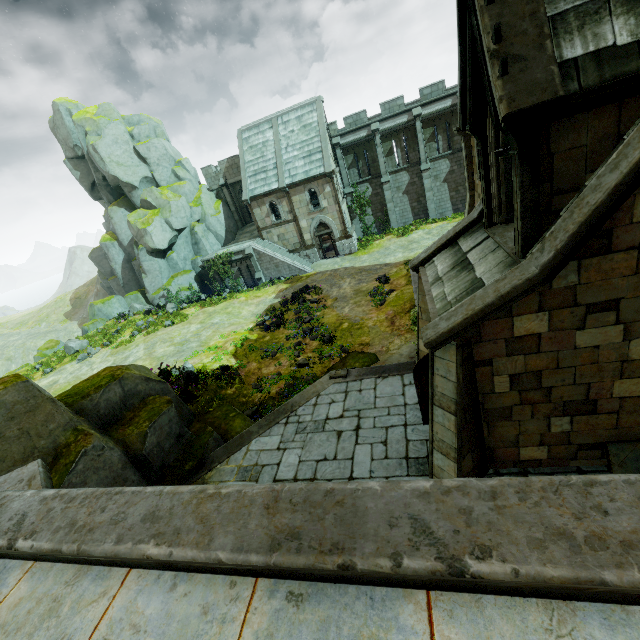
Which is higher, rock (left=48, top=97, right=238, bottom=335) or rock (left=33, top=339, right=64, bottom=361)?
rock (left=48, top=97, right=238, bottom=335)

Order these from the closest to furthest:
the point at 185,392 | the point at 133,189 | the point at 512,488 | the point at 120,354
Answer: the point at 512,488 < the point at 185,392 < the point at 120,354 < the point at 133,189

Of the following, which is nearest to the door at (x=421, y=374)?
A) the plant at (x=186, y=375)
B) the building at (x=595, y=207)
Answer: the building at (x=595, y=207)

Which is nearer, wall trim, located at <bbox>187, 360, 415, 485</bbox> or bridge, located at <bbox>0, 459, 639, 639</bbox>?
bridge, located at <bbox>0, 459, 639, 639</bbox>

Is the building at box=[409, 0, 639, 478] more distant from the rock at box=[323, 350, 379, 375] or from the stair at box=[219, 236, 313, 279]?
the stair at box=[219, 236, 313, 279]

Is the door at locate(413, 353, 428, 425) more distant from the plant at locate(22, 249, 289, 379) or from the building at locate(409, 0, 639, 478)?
the plant at locate(22, 249, 289, 379)

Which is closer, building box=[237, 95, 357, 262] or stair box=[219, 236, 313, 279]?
building box=[237, 95, 357, 262]

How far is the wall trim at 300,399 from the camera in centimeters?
1061cm
